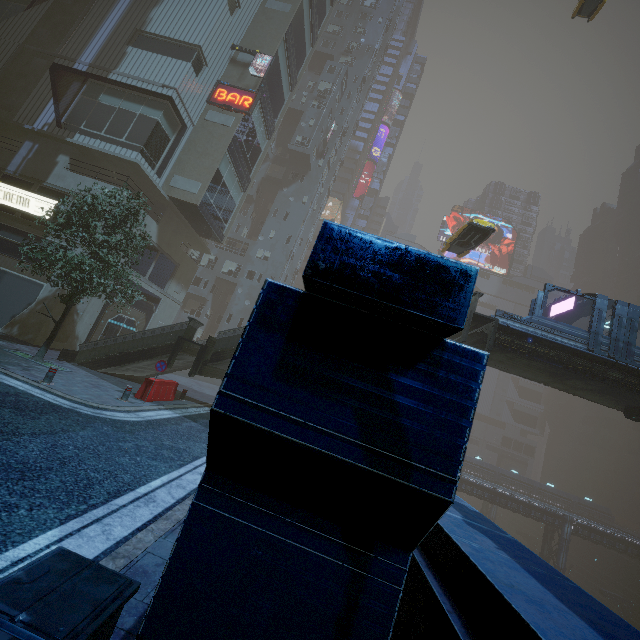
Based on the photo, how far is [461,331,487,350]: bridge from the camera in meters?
16.4 m

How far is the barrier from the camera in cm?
1384

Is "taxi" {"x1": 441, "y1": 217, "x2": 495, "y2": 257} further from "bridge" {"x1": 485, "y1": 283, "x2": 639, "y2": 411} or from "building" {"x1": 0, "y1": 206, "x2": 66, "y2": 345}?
"building" {"x1": 0, "y1": 206, "x2": 66, "y2": 345}

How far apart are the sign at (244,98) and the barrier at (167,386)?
20.0 meters

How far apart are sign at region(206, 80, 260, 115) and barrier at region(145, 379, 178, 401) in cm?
2003

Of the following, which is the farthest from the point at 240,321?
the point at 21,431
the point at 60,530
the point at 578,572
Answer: the point at 578,572

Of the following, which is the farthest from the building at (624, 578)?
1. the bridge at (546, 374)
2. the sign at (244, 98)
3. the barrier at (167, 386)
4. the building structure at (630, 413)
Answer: the building structure at (630, 413)

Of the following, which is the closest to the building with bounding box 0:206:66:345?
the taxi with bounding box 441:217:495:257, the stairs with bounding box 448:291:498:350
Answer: the stairs with bounding box 448:291:498:350
